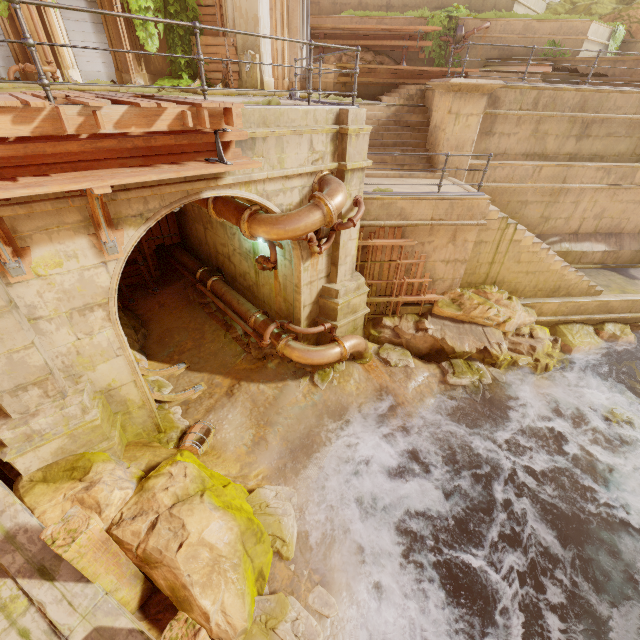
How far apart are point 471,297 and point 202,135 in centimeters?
888cm

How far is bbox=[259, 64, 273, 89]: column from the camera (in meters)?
12.70

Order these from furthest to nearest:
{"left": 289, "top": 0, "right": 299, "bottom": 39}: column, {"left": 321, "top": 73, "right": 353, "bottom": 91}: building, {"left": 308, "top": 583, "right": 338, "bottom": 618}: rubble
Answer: {"left": 321, "top": 73, "right": 353, "bottom": 91}: building, {"left": 289, "top": 0, "right": 299, "bottom": 39}: column, {"left": 308, "top": 583, "right": 338, "bottom": 618}: rubble

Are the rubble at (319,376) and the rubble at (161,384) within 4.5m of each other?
yes

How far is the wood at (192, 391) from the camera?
7.86m

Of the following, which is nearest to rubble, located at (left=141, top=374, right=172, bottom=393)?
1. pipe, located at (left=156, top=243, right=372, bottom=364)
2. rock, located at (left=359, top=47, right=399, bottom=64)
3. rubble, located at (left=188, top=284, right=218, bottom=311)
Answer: pipe, located at (left=156, top=243, right=372, bottom=364)

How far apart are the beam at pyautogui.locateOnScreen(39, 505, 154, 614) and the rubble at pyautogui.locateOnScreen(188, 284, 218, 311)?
7.7m

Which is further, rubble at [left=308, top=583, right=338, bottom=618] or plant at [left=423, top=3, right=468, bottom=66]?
plant at [left=423, top=3, right=468, bottom=66]
